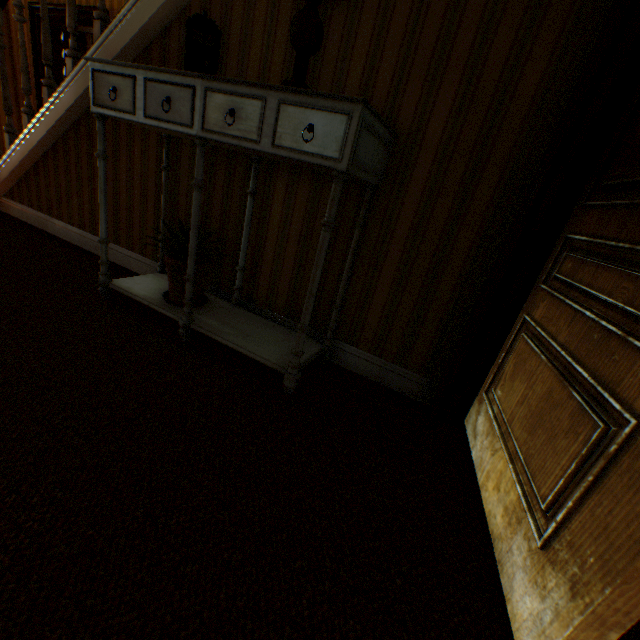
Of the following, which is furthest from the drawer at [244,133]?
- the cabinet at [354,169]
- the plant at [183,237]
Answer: the plant at [183,237]

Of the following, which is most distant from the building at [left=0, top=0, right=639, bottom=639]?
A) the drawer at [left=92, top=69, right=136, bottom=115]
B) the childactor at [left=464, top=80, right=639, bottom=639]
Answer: the drawer at [left=92, top=69, right=136, bottom=115]

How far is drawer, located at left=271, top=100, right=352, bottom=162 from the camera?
1.23m

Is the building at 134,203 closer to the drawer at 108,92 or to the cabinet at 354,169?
the cabinet at 354,169

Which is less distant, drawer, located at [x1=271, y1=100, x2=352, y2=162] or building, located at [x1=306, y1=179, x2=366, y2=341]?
drawer, located at [x1=271, y1=100, x2=352, y2=162]

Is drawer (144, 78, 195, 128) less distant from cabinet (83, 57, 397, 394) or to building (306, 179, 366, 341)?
cabinet (83, 57, 397, 394)

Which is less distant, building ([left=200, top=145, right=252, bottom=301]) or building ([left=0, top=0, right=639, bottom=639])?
building ([left=0, top=0, right=639, bottom=639])

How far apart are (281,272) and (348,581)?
1.7 meters
